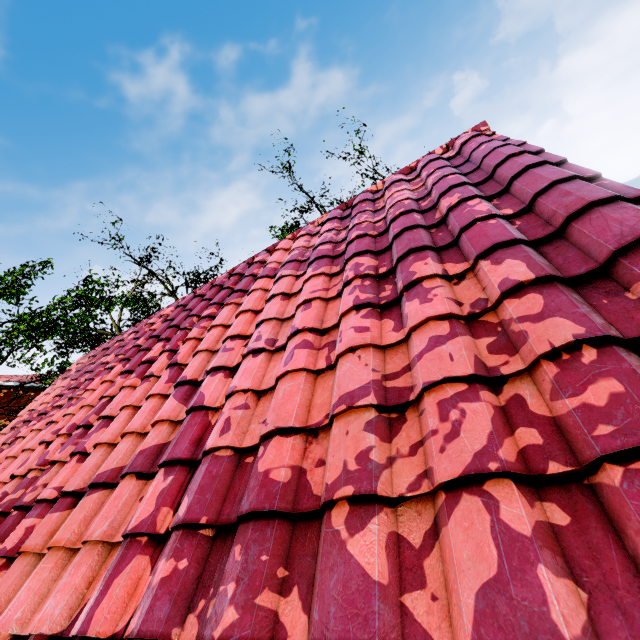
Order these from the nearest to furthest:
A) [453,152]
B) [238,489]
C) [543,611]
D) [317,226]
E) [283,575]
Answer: [543,611] → [283,575] → [238,489] → [453,152] → [317,226]
